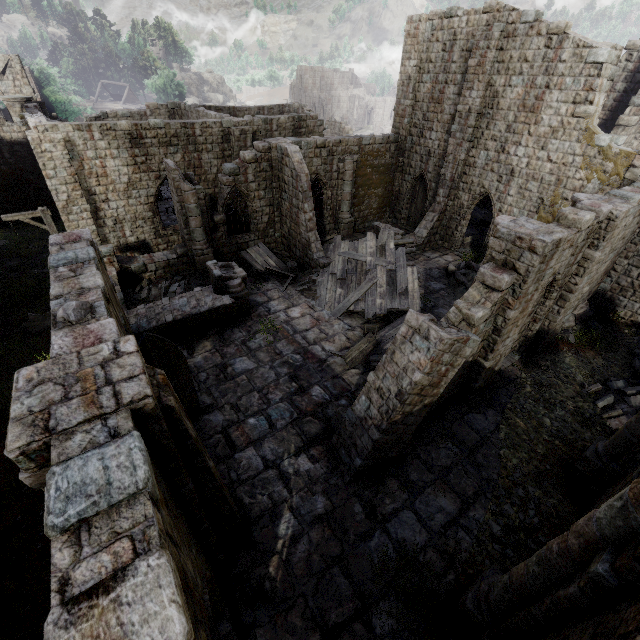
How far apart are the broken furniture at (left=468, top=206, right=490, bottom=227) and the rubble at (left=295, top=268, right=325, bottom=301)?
15.6 meters

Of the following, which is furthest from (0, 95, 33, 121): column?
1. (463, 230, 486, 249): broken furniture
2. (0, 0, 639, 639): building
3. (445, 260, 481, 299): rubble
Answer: (463, 230, 486, 249): broken furniture

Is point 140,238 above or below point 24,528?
above

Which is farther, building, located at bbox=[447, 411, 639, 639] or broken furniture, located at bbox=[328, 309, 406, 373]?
broken furniture, located at bbox=[328, 309, 406, 373]

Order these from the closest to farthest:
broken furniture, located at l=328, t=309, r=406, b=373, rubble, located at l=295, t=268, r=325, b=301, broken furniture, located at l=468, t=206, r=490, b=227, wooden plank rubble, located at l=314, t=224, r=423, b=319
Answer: broken furniture, located at l=328, t=309, r=406, b=373 → wooden plank rubble, located at l=314, t=224, r=423, b=319 → rubble, located at l=295, t=268, r=325, b=301 → broken furniture, located at l=468, t=206, r=490, b=227

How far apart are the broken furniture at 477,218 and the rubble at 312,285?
15.60m

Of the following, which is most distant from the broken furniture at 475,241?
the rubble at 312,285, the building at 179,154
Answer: the rubble at 312,285

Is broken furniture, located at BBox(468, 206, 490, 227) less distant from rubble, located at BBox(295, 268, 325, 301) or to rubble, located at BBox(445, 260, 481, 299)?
rubble, located at BBox(445, 260, 481, 299)
